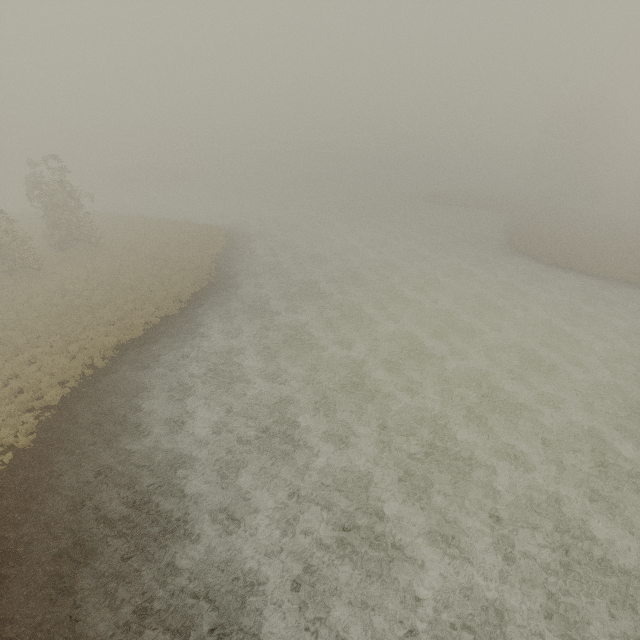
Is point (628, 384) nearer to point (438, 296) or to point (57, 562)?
point (438, 296)
